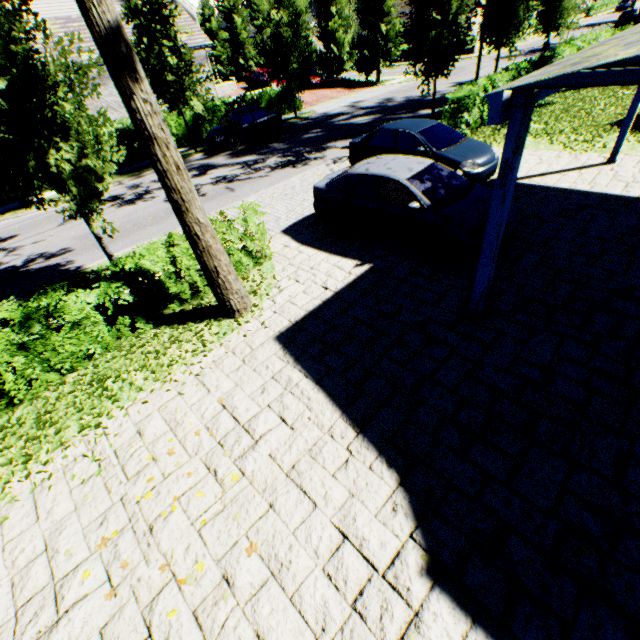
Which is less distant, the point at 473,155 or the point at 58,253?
the point at 473,155

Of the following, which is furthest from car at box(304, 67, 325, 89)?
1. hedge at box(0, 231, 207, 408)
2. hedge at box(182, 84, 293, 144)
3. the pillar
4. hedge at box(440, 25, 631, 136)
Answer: the pillar

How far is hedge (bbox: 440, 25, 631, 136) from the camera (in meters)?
12.71

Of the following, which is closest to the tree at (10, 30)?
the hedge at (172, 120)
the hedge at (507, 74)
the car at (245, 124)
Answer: the car at (245, 124)

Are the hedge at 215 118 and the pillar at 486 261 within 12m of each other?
no

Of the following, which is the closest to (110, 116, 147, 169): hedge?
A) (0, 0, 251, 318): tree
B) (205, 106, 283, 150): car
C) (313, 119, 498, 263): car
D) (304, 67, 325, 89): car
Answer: (0, 0, 251, 318): tree

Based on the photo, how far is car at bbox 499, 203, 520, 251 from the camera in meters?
6.3 m
